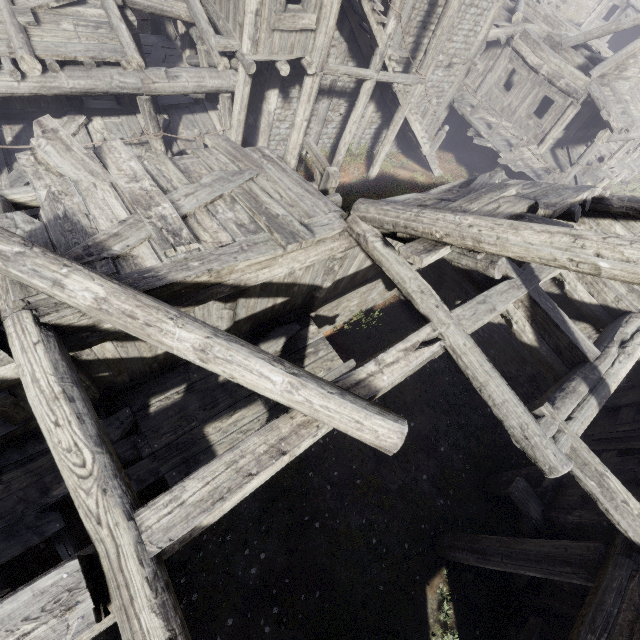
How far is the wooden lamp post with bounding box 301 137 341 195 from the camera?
7.5m

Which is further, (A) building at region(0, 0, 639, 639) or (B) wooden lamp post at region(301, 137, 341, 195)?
(B) wooden lamp post at region(301, 137, 341, 195)

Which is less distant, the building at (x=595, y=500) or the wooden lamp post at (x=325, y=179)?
the building at (x=595, y=500)

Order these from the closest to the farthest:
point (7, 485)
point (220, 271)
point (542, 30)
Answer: point (220, 271) → point (7, 485) → point (542, 30)

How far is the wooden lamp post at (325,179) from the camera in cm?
754
